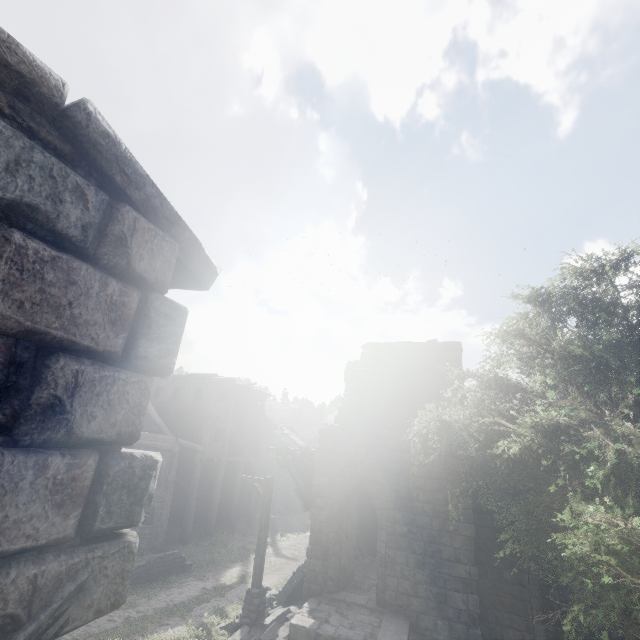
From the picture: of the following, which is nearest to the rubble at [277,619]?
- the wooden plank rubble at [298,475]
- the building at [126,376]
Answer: the building at [126,376]

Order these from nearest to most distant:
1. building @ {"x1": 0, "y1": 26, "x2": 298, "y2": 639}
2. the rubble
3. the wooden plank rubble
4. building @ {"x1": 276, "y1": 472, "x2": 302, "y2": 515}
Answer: building @ {"x1": 0, "y1": 26, "x2": 298, "y2": 639}
the rubble
the wooden plank rubble
building @ {"x1": 276, "y1": 472, "x2": 302, "y2": 515}

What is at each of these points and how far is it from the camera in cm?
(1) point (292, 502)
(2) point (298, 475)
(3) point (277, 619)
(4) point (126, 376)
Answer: (1) building, 3288
(2) wooden plank rubble, 1418
(3) rubble, 1070
(4) building, 172

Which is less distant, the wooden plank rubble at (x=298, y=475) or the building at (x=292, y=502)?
the wooden plank rubble at (x=298, y=475)

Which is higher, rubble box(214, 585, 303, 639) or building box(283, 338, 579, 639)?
building box(283, 338, 579, 639)

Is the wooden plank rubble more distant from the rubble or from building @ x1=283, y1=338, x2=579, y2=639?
the rubble
